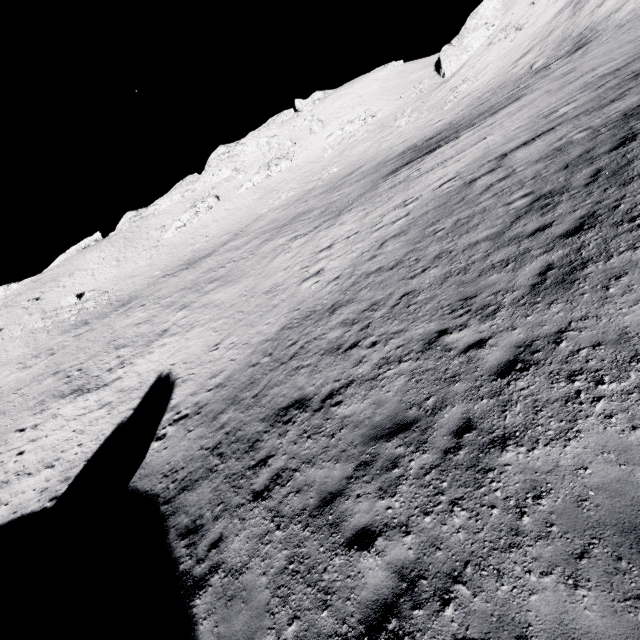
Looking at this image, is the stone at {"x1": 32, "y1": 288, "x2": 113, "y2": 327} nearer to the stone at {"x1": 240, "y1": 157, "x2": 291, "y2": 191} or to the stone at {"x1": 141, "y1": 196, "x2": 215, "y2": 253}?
the stone at {"x1": 141, "y1": 196, "x2": 215, "y2": 253}

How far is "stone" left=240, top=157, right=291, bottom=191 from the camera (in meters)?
58.69

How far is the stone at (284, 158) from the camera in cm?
5869

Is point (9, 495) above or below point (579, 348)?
below

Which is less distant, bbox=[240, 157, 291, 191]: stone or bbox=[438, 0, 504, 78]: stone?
bbox=[438, 0, 504, 78]: stone

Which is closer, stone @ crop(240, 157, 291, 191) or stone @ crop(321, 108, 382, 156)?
stone @ crop(321, 108, 382, 156)

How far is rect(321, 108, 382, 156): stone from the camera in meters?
54.4

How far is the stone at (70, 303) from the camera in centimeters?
4494cm
